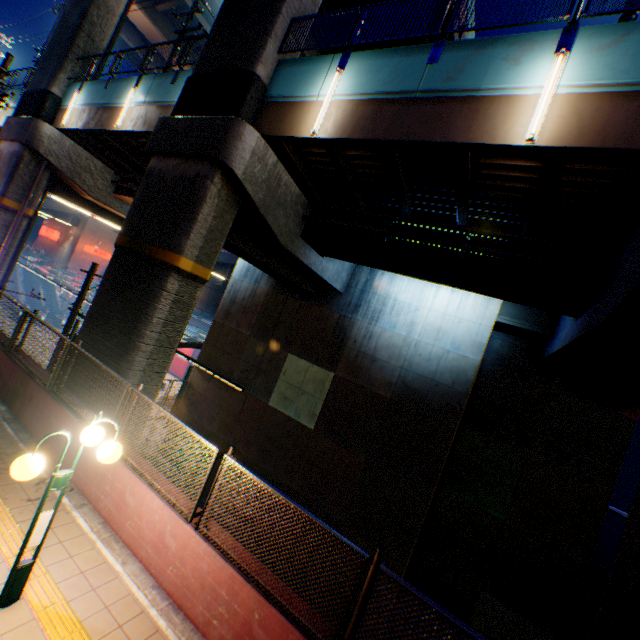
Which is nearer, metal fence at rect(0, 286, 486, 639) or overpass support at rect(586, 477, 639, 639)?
metal fence at rect(0, 286, 486, 639)

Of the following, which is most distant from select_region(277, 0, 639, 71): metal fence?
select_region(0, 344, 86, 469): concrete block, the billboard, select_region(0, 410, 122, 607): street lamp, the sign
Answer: the sign

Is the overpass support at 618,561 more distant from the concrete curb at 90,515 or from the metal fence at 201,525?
the concrete curb at 90,515

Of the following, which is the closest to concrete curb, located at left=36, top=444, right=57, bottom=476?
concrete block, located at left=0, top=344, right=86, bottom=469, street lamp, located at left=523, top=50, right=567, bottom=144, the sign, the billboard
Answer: concrete block, located at left=0, top=344, right=86, bottom=469

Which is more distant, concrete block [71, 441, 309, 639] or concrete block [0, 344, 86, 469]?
concrete block [0, 344, 86, 469]

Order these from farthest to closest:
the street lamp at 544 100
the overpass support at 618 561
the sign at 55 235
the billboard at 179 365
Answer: the sign at 55 235, the billboard at 179 365, the street lamp at 544 100, the overpass support at 618 561

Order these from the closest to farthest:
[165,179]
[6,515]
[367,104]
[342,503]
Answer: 1. [6,515]
2. [367,104]
3. [165,179]
4. [342,503]

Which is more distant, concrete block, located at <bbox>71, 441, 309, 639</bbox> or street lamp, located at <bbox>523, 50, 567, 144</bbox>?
street lamp, located at <bbox>523, 50, 567, 144</bbox>
